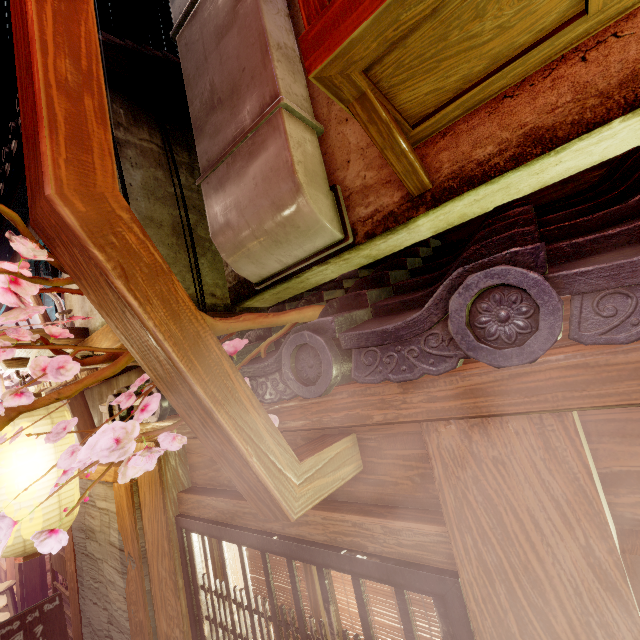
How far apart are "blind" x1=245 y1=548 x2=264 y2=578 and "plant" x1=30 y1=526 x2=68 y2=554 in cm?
247

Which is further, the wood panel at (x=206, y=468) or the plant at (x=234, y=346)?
the wood panel at (x=206, y=468)

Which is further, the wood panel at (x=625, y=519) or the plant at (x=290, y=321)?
the plant at (x=290, y=321)

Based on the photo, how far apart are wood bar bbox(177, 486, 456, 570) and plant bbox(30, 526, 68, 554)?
1.7m

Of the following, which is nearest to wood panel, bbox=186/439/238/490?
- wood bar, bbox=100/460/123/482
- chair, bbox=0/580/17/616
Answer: wood bar, bbox=100/460/123/482

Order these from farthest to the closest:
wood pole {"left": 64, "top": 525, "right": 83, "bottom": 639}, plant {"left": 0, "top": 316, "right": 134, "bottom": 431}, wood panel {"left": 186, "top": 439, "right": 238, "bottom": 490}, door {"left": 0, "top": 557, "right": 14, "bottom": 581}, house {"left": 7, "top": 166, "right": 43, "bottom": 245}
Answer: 1. door {"left": 0, "top": 557, "right": 14, "bottom": 581}
2. house {"left": 7, "top": 166, "right": 43, "bottom": 245}
3. wood pole {"left": 64, "top": 525, "right": 83, "bottom": 639}
4. wood panel {"left": 186, "top": 439, "right": 238, "bottom": 490}
5. plant {"left": 0, "top": 316, "right": 134, "bottom": 431}

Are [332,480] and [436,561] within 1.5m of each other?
yes

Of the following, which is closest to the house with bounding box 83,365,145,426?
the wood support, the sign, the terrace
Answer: the wood support
